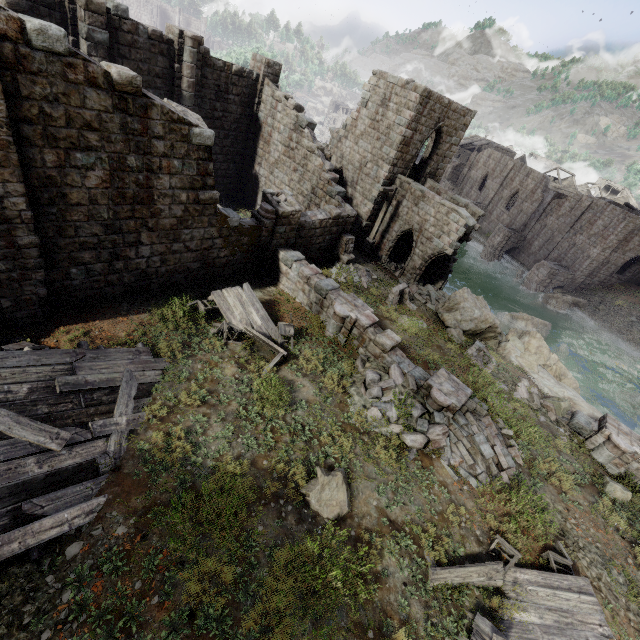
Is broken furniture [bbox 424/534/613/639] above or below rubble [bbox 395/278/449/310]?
above

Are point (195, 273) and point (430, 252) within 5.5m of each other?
no

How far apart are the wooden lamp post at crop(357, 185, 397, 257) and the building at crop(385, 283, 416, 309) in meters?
5.2

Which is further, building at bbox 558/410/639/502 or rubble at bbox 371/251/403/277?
rubble at bbox 371/251/403/277

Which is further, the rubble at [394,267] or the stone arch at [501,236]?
the stone arch at [501,236]

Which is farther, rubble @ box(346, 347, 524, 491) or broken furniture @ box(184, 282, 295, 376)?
broken furniture @ box(184, 282, 295, 376)

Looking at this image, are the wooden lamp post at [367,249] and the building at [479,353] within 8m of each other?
no

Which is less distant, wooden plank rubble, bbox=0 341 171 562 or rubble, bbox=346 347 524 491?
wooden plank rubble, bbox=0 341 171 562
